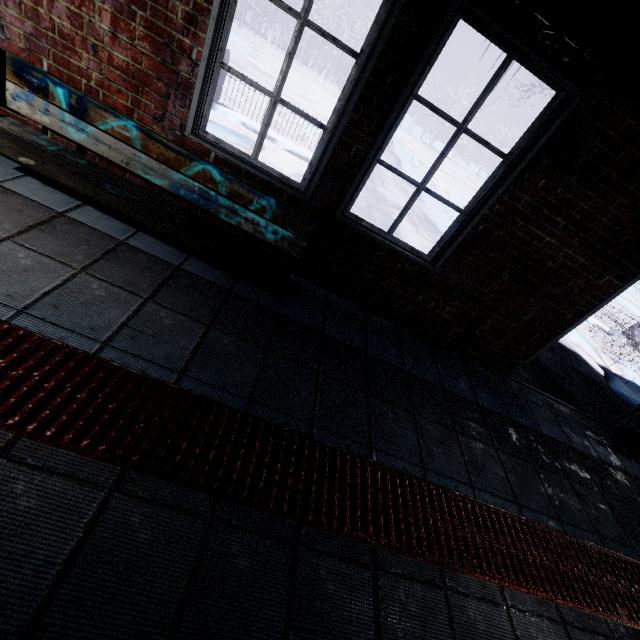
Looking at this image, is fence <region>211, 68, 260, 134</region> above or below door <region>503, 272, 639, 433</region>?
below

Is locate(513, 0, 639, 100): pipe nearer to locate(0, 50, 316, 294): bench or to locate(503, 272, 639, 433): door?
locate(503, 272, 639, 433): door

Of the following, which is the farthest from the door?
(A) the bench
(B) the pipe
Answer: (A) the bench

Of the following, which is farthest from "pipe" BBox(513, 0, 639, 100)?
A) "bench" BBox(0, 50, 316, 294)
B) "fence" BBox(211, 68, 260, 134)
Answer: "fence" BBox(211, 68, 260, 134)

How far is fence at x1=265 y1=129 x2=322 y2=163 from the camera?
6.0 meters

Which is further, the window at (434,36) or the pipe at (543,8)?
the window at (434,36)

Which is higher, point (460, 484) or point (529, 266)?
point (529, 266)

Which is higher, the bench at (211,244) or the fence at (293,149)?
the bench at (211,244)
